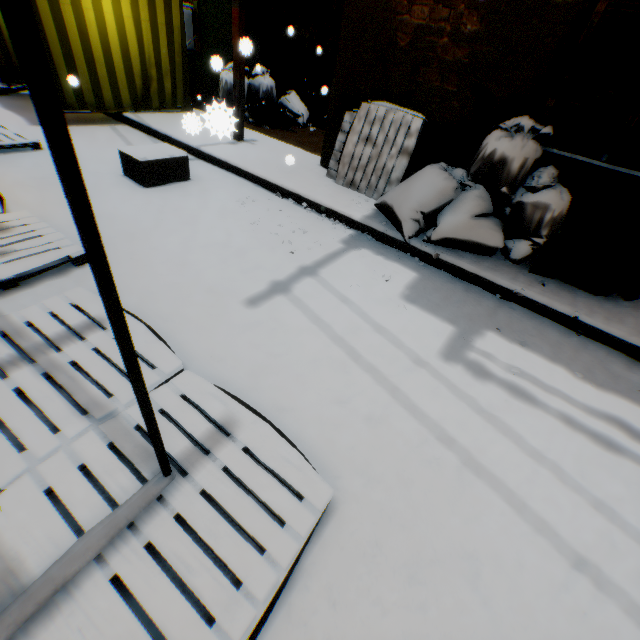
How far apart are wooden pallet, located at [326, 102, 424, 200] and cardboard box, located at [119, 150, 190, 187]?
1.8m

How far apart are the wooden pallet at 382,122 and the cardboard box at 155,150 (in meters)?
1.80

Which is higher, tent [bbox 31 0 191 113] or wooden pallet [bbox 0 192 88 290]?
tent [bbox 31 0 191 113]

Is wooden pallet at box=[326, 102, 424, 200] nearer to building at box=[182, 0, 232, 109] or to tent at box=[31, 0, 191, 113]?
building at box=[182, 0, 232, 109]

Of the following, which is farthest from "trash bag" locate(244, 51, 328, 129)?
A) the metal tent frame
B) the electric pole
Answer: A: the metal tent frame

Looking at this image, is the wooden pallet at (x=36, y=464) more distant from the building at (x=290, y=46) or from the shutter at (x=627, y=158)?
the shutter at (x=627, y=158)

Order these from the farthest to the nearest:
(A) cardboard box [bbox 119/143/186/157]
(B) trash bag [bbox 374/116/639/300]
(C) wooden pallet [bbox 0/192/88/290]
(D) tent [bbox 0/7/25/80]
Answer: (D) tent [bbox 0/7/25/80]
(A) cardboard box [bbox 119/143/186/157]
(B) trash bag [bbox 374/116/639/300]
(C) wooden pallet [bbox 0/192/88/290]

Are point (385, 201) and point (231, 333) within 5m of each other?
yes
